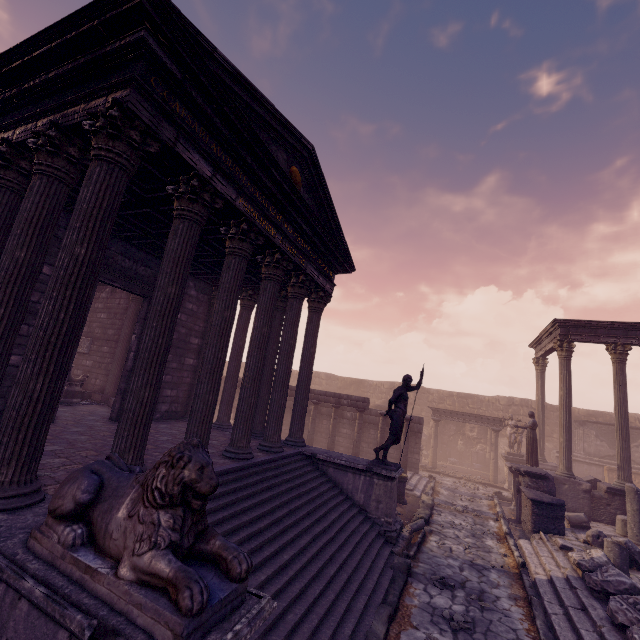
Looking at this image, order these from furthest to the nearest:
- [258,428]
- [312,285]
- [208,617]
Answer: [258,428], [312,285], [208,617]

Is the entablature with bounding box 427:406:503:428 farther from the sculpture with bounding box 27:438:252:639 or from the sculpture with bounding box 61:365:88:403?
the sculpture with bounding box 27:438:252:639

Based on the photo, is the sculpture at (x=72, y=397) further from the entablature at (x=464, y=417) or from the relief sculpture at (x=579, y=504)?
the entablature at (x=464, y=417)

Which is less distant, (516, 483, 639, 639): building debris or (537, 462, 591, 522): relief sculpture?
(516, 483, 639, 639): building debris

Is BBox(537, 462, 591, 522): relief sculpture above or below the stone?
above

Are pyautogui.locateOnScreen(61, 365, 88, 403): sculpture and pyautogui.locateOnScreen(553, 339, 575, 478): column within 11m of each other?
no

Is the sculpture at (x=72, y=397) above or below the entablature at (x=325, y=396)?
below

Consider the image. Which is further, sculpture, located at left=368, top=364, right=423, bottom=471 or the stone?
sculpture, located at left=368, top=364, right=423, bottom=471
